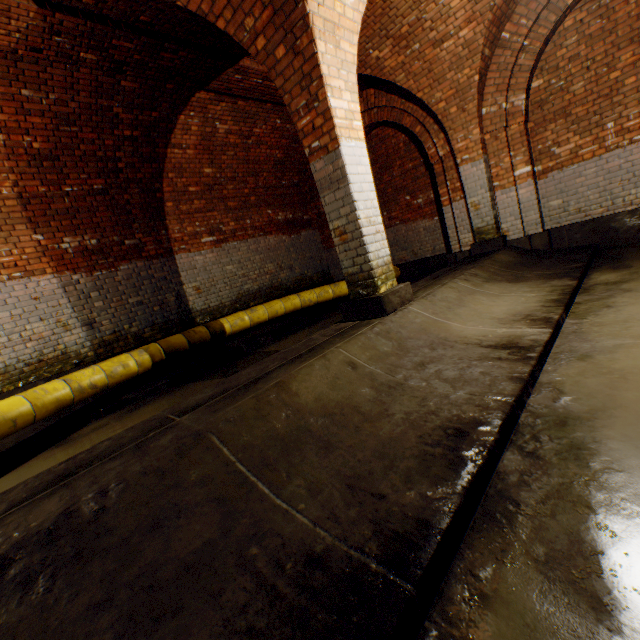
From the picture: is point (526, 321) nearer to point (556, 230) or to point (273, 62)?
point (273, 62)

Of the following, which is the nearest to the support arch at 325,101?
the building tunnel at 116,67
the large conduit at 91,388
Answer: the building tunnel at 116,67

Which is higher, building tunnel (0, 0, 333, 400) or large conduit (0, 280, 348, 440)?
building tunnel (0, 0, 333, 400)

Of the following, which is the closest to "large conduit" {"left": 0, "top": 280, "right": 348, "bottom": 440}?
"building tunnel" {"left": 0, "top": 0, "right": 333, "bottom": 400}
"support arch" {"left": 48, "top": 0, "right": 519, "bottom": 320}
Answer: "building tunnel" {"left": 0, "top": 0, "right": 333, "bottom": 400}

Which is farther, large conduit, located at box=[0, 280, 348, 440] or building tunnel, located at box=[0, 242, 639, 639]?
large conduit, located at box=[0, 280, 348, 440]

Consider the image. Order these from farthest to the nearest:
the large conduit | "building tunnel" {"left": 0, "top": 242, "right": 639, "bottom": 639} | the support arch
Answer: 1. the large conduit
2. the support arch
3. "building tunnel" {"left": 0, "top": 242, "right": 639, "bottom": 639}

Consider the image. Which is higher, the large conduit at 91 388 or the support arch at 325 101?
the support arch at 325 101

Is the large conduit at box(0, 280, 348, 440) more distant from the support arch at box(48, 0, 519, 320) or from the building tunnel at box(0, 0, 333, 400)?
the support arch at box(48, 0, 519, 320)
